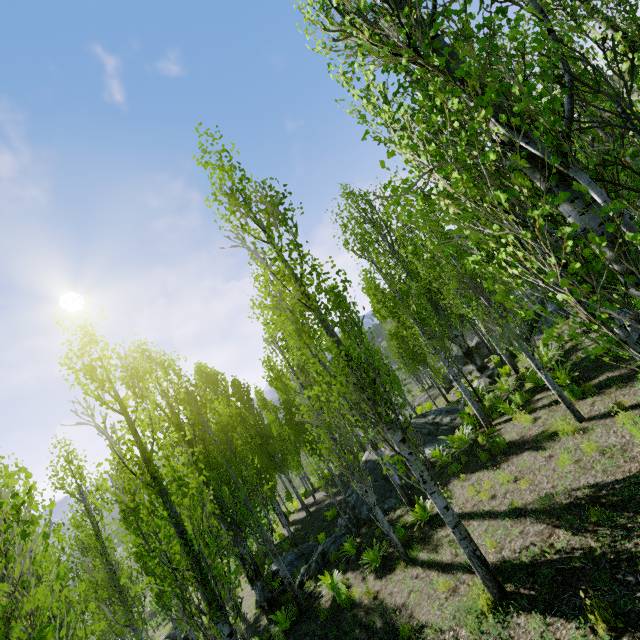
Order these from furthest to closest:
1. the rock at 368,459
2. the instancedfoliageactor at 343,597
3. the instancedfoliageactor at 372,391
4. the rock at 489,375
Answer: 1. the rock at 489,375
2. the rock at 368,459
3. the instancedfoliageactor at 343,597
4. the instancedfoliageactor at 372,391

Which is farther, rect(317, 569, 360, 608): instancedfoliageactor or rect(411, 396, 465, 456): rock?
rect(411, 396, 465, 456): rock

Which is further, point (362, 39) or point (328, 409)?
point (328, 409)

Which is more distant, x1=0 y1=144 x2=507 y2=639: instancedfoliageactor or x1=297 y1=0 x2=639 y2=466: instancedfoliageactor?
x1=0 y1=144 x2=507 y2=639: instancedfoliageactor

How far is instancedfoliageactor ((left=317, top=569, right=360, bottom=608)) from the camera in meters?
8.5 m

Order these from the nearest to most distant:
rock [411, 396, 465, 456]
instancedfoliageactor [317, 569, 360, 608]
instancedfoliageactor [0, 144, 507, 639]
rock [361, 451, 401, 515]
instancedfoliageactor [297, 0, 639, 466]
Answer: instancedfoliageactor [297, 0, 639, 466] → instancedfoliageactor [0, 144, 507, 639] → instancedfoliageactor [317, 569, 360, 608] → rock [361, 451, 401, 515] → rock [411, 396, 465, 456]

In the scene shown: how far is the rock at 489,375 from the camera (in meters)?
14.92
